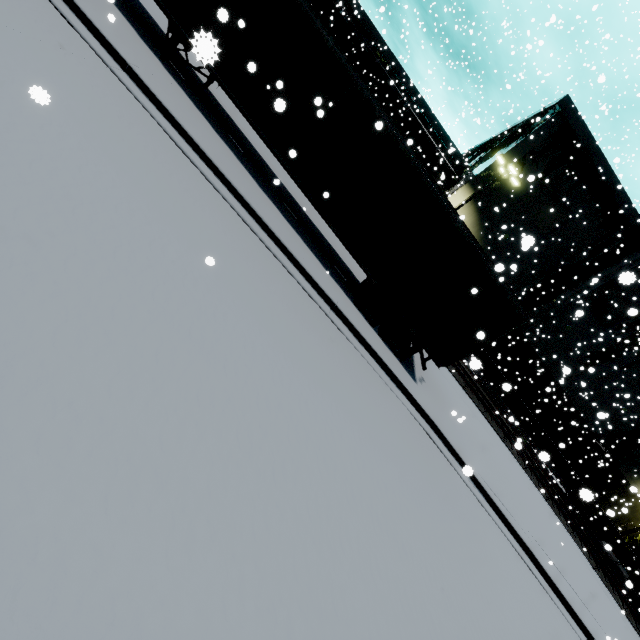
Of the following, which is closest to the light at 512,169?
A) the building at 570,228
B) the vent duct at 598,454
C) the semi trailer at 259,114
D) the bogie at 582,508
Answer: the semi trailer at 259,114

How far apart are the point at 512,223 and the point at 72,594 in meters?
31.0

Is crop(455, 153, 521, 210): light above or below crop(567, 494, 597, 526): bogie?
above

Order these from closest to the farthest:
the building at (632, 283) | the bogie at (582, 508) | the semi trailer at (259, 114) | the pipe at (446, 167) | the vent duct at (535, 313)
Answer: the semi trailer at (259, 114), the vent duct at (535, 313), the bogie at (582, 508), the building at (632, 283), the pipe at (446, 167)

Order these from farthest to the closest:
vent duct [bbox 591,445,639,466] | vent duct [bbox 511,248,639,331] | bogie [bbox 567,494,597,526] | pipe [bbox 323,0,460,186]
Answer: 1. pipe [bbox 323,0,460,186]
2. vent duct [bbox 591,445,639,466]
3. bogie [bbox 567,494,597,526]
4. vent duct [bbox 511,248,639,331]

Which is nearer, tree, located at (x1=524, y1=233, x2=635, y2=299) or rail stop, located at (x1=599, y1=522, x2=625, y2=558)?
tree, located at (x1=524, y1=233, x2=635, y2=299)

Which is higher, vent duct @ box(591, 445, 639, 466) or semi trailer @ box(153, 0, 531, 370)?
vent duct @ box(591, 445, 639, 466)

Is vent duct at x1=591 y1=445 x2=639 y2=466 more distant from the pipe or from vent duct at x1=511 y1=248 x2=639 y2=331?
the pipe
